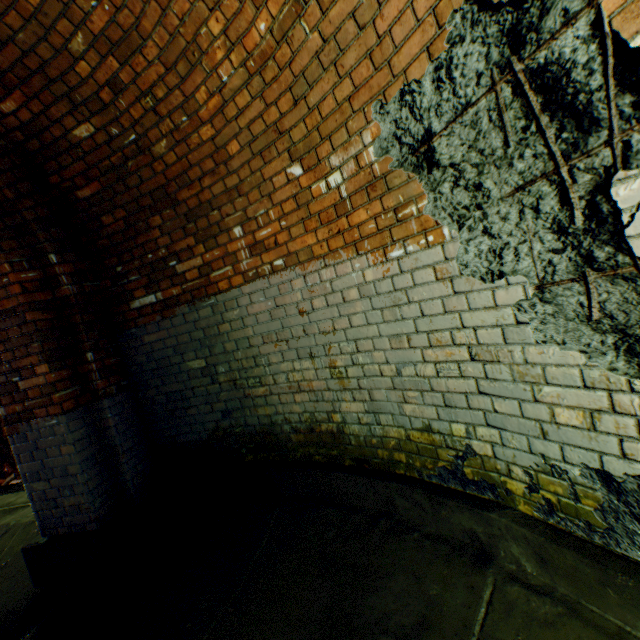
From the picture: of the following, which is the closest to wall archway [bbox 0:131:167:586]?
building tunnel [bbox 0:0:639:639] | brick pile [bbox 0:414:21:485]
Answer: building tunnel [bbox 0:0:639:639]

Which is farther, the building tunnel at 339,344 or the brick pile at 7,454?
the brick pile at 7,454

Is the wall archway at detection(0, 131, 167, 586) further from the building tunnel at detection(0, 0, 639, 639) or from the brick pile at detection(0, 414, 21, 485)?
the brick pile at detection(0, 414, 21, 485)

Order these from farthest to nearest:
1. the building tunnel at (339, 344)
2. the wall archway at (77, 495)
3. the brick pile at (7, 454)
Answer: the brick pile at (7, 454)
the wall archway at (77, 495)
the building tunnel at (339, 344)

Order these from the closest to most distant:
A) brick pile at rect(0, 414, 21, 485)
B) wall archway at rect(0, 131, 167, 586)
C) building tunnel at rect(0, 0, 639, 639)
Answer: building tunnel at rect(0, 0, 639, 639) < wall archway at rect(0, 131, 167, 586) < brick pile at rect(0, 414, 21, 485)

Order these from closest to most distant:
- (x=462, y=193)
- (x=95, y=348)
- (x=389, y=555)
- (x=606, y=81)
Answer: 1. (x=606, y=81)
2. (x=462, y=193)
3. (x=389, y=555)
4. (x=95, y=348)
